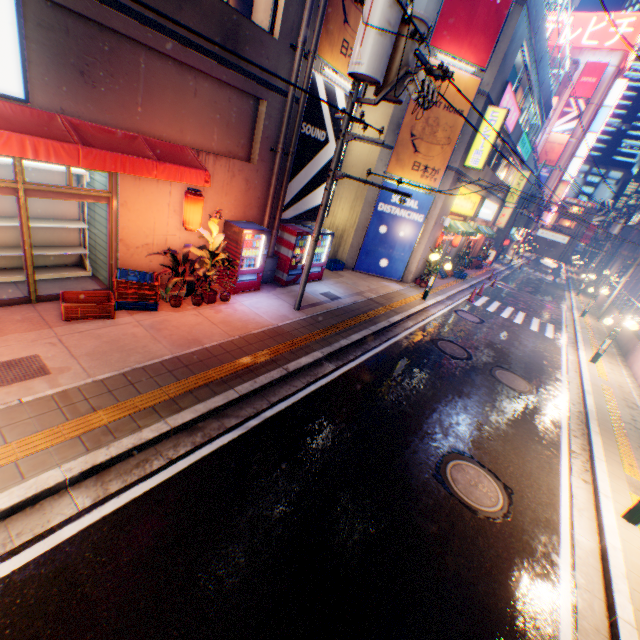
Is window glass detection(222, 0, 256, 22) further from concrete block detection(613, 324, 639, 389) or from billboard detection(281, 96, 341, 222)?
concrete block detection(613, 324, 639, 389)

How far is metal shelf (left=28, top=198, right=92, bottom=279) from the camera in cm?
763

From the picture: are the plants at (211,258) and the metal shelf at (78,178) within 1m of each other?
no

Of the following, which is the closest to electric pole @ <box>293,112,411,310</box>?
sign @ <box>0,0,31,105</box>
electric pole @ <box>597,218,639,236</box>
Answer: sign @ <box>0,0,31,105</box>

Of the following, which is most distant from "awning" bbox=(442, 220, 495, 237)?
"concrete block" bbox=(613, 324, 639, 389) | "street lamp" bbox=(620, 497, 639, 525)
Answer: "street lamp" bbox=(620, 497, 639, 525)

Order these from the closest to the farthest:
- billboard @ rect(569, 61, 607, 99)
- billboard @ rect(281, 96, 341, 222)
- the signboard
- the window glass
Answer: the window glass, billboard @ rect(281, 96, 341, 222), the signboard, billboard @ rect(569, 61, 607, 99)

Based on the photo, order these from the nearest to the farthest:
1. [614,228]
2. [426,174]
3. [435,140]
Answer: [435,140], [426,174], [614,228]

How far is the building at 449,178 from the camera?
14.34m
